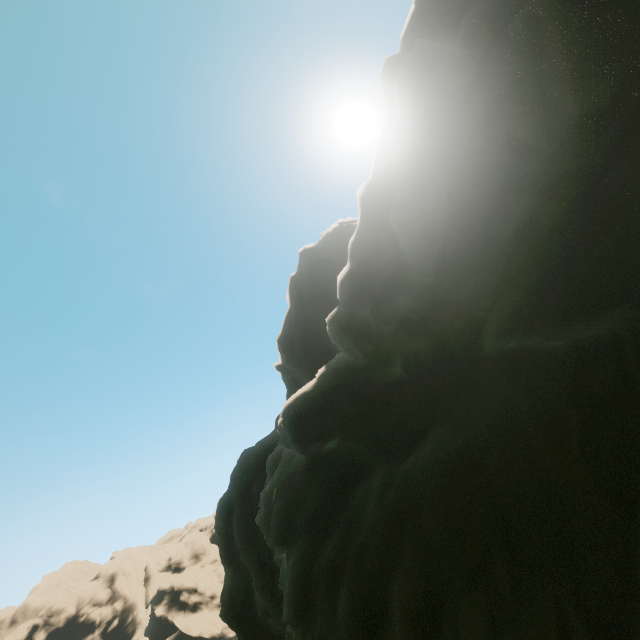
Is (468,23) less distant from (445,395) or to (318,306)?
(445,395)
